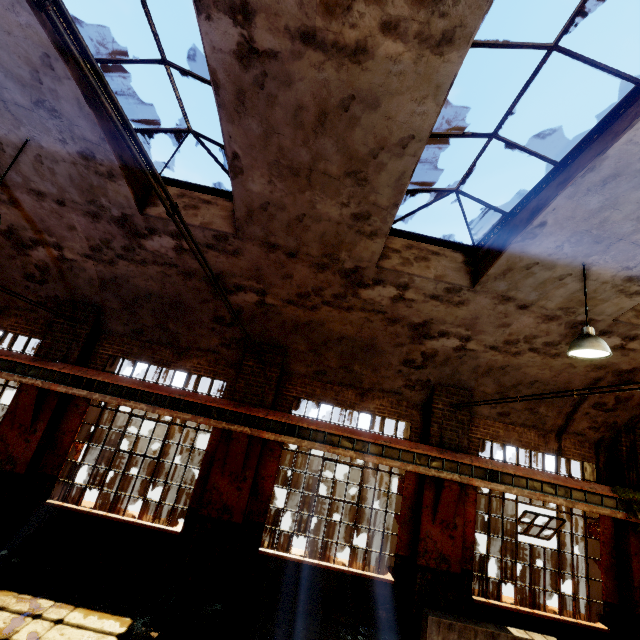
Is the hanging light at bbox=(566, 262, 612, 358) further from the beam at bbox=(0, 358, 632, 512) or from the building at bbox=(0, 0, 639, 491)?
the beam at bbox=(0, 358, 632, 512)

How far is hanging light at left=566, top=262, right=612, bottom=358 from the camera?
4.9m

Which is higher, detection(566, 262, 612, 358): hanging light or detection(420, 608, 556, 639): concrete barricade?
detection(566, 262, 612, 358): hanging light

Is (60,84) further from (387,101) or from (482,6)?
(482,6)

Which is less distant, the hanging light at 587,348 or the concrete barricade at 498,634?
the hanging light at 587,348

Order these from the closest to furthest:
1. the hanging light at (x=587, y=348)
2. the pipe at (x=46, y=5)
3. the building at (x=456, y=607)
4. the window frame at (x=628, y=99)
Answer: the pipe at (x=46, y=5) < the window frame at (x=628, y=99) < the hanging light at (x=587, y=348) < the building at (x=456, y=607)

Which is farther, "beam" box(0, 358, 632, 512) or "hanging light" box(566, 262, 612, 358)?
"beam" box(0, 358, 632, 512)

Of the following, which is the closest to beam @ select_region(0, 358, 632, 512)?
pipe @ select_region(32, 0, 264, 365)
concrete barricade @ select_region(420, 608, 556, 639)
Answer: pipe @ select_region(32, 0, 264, 365)
